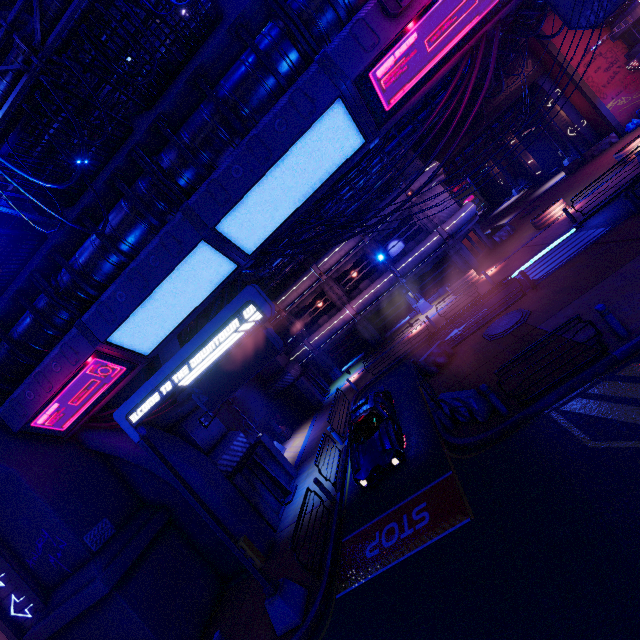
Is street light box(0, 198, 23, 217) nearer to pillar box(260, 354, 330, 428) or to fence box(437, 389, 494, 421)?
fence box(437, 389, 494, 421)

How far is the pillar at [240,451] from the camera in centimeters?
1374cm

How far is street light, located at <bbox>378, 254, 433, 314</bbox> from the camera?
26.4m

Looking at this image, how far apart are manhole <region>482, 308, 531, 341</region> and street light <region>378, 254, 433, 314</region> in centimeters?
1136cm

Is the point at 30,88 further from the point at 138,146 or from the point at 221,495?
the point at 221,495

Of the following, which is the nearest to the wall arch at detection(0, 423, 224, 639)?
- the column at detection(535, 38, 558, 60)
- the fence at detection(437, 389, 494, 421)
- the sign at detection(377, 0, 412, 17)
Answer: the fence at detection(437, 389, 494, 421)

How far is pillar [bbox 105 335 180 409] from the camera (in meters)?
13.89

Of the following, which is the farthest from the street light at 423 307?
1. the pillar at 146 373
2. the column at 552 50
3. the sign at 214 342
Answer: the column at 552 50
